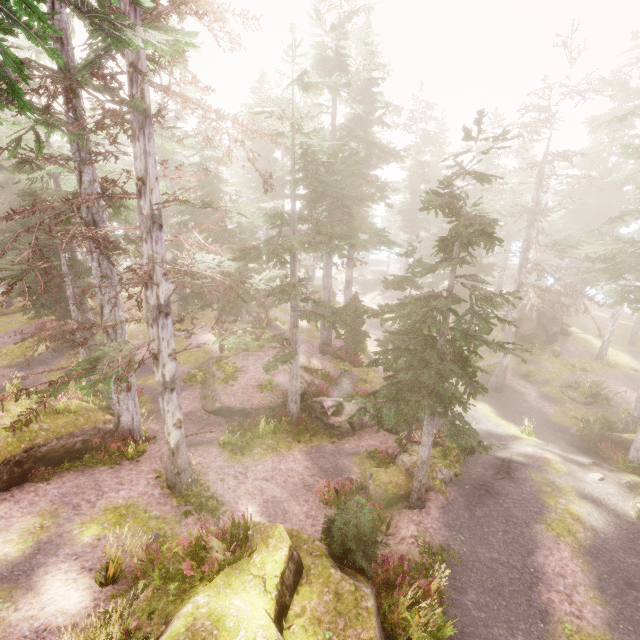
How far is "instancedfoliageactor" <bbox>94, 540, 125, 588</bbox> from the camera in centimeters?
739cm

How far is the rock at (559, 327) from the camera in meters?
28.7 m

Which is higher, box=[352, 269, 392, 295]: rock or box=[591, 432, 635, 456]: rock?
box=[352, 269, 392, 295]: rock

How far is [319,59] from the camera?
20.06m

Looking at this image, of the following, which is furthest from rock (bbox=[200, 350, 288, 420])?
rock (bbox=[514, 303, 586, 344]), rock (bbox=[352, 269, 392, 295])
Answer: rock (bbox=[352, 269, 392, 295])

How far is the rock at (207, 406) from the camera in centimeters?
1697cm

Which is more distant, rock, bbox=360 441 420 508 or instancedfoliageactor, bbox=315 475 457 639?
rock, bbox=360 441 420 508

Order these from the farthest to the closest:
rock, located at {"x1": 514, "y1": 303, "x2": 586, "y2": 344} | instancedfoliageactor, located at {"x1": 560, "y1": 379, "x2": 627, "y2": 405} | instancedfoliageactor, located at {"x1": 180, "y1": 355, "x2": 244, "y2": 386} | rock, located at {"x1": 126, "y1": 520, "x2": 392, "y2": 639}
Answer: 1. rock, located at {"x1": 514, "y1": 303, "x2": 586, "y2": 344}
2. instancedfoliageactor, located at {"x1": 560, "y1": 379, "x2": 627, "y2": 405}
3. instancedfoliageactor, located at {"x1": 180, "y1": 355, "x2": 244, "y2": 386}
4. rock, located at {"x1": 126, "y1": 520, "x2": 392, "y2": 639}
